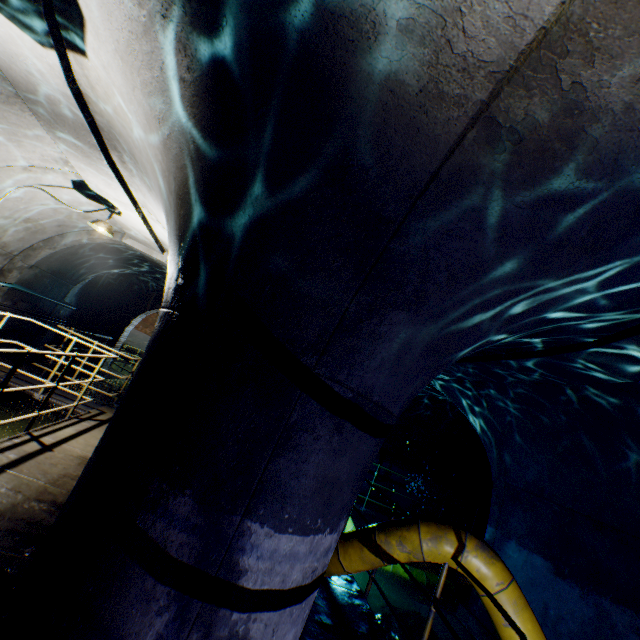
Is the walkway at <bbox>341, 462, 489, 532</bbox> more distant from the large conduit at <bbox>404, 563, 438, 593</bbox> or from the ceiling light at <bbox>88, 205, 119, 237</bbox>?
the ceiling light at <bbox>88, 205, 119, 237</bbox>

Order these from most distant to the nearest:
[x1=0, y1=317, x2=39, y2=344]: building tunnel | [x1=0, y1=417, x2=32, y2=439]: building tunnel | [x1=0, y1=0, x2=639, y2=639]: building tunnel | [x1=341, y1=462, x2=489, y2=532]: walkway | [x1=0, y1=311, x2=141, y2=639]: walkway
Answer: [x1=0, y1=317, x2=39, y2=344]: building tunnel
[x1=0, y1=417, x2=32, y2=439]: building tunnel
[x1=341, y1=462, x2=489, y2=532]: walkway
[x1=0, y1=311, x2=141, y2=639]: walkway
[x1=0, y1=0, x2=639, y2=639]: building tunnel

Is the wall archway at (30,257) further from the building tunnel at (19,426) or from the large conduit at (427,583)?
the large conduit at (427,583)

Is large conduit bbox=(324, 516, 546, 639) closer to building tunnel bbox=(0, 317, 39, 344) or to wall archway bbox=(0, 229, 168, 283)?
building tunnel bbox=(0, 317, 39, 344)

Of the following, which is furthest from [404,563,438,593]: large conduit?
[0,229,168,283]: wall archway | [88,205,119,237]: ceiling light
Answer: [88,205,119,237]: ceiling light

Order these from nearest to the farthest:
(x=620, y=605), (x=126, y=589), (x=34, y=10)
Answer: (x=126, y=589) < (x=34, y=10) < (x=620, y=605)

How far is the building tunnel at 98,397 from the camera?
11.34m

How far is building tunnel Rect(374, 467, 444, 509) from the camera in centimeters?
1088cm
